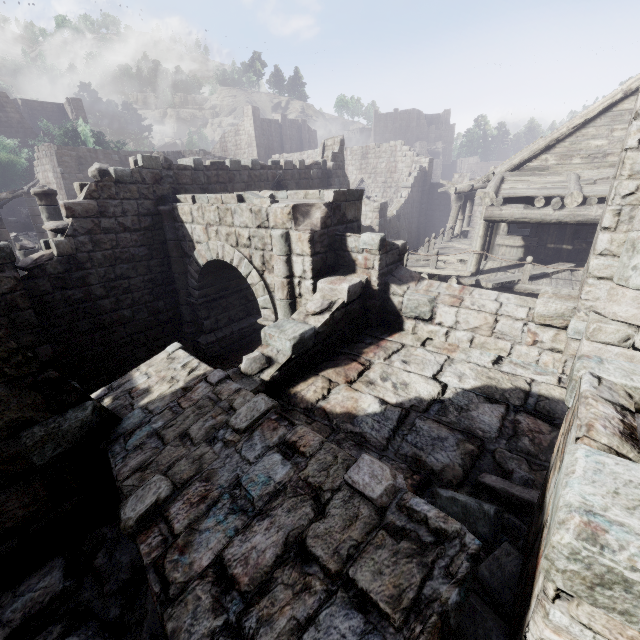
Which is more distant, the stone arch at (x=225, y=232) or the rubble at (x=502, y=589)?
the stone arch at (x=225, y=232)

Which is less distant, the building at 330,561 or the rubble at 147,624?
the building at 330,561

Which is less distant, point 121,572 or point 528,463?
point 121,572

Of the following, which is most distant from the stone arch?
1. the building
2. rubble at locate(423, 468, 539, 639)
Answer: rubble at locate(423, 468, 539, 639)

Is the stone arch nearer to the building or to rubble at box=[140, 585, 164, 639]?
the building

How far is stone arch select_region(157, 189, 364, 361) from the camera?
6.8m

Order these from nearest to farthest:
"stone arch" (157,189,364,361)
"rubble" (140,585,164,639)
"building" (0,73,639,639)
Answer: "building" (0,73,639,639) < "rubble" (140,585,164,639) < "stone arch" (157,189,364,361)

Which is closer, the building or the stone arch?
the building
